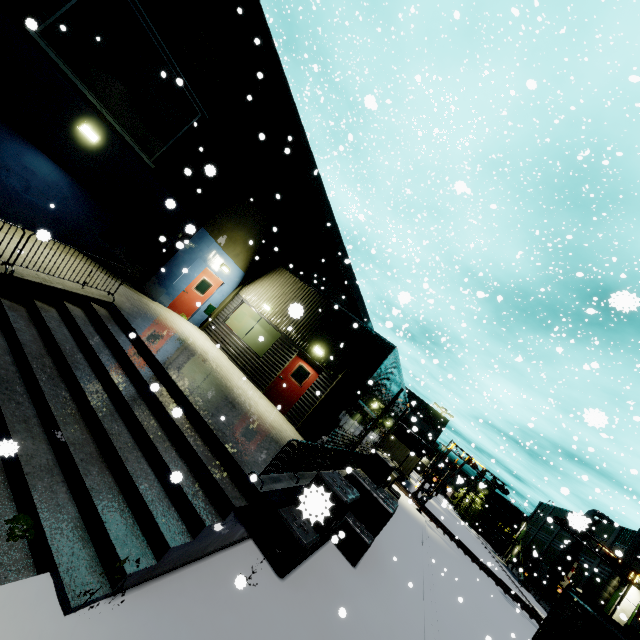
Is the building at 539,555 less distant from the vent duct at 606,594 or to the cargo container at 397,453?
the vent duct at 606,594

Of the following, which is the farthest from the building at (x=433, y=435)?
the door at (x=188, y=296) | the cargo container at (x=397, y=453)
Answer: the cargo container at (x=397, y=453)

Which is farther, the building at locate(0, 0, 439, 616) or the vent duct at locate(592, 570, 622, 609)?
the vent duct at locate(592, 570, 622, 609)

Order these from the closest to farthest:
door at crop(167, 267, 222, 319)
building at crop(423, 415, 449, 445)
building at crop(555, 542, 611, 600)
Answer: door at crop(167, 267, 222, 319), building at crop(555, 542, 611, 600), building at crop(423, 415, 449, 445)

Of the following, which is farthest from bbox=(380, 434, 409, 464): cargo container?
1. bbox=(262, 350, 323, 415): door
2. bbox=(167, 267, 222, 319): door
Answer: bbox=(167, 267, 222, 319): door

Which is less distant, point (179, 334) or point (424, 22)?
point (179, 334)

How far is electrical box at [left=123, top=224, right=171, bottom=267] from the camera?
11.6m

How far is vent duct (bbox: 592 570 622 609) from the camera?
34.7 meters
